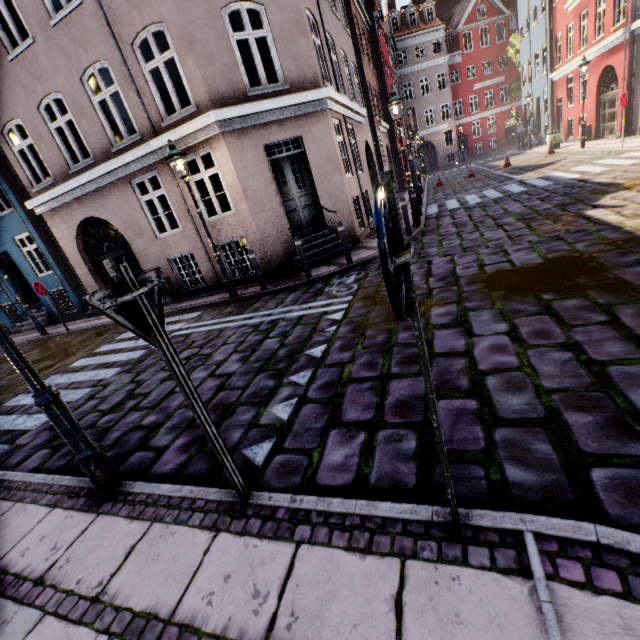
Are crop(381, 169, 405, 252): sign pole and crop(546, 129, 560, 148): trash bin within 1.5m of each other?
no

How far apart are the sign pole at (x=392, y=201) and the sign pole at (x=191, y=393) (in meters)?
1.48

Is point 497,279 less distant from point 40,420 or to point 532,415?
point 532,415

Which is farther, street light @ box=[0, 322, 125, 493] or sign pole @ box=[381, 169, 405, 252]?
street light @ box=[0, 322, 125, 493]

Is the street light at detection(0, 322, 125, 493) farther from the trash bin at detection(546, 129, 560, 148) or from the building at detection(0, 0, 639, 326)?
the trash bin at detection(546, 129, 560, 148)

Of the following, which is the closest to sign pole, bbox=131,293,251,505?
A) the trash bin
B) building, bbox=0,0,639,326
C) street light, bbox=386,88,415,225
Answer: building, bbox=0,0,639,326

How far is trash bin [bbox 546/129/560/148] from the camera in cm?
1950

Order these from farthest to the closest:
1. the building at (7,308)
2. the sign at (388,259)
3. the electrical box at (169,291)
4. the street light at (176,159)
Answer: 1. the building at (7,308)
2. the electrical box at (169,291)
3. the street light at (176,159)
4. the sign at (388,259)
